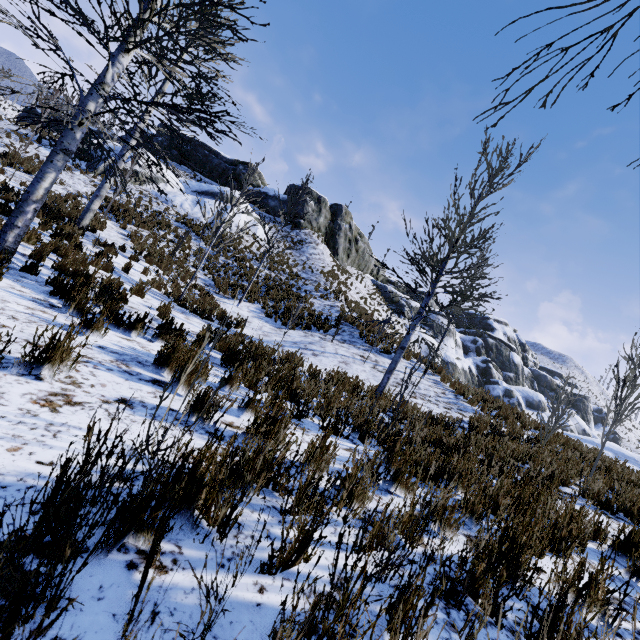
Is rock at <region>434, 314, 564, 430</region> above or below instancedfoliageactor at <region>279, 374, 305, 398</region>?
above

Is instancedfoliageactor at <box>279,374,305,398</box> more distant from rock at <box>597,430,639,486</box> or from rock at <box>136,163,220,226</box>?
rock at <box>136,163,220,226</box>

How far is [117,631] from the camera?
0.9m

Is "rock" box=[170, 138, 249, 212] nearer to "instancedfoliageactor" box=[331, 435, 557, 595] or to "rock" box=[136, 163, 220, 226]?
"instancedfoliageactor" box=[331, 435, 557, 595]

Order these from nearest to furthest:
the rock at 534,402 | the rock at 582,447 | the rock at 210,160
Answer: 1. the rock at 582,447
2. the rock at 534,402
3. the rock at 210,160

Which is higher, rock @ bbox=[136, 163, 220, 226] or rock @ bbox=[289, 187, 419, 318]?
rock @ bbox=[289, 187, 419, 318]

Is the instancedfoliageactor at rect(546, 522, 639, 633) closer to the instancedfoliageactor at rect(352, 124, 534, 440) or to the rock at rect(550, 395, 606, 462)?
the instancedfoliageactor at rect(352, 124, 534, 440)

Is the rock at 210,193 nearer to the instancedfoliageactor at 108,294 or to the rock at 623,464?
the rock at 623,464
